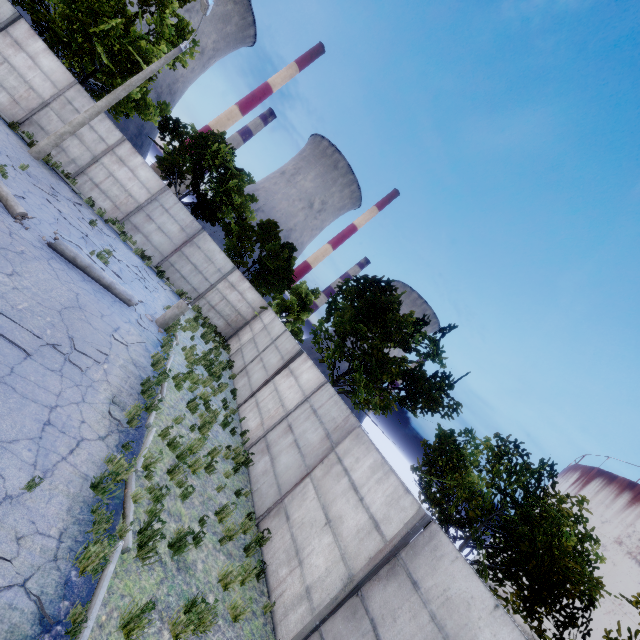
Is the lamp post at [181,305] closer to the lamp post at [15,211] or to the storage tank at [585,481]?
the lamp post at [15,211]

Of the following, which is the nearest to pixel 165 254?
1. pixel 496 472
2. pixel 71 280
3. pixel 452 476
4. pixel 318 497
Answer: pixel 71 280

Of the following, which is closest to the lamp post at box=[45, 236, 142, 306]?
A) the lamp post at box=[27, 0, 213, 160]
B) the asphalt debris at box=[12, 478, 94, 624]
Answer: the asphalt debris at box=[12, 478, 94, 624]

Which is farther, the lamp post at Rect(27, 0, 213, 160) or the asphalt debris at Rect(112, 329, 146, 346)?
the lamp post at Rect(27, 0, 213, 160)

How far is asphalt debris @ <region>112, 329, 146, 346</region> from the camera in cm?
905

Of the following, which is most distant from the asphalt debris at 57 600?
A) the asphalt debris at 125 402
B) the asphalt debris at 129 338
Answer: the asphalt debris at 129 338

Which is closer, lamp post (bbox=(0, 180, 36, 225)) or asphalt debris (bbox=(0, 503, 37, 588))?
asphalt debris (bbox=(0, 503, 37, 588))

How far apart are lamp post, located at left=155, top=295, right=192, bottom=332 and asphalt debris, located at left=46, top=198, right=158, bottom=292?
2.85m
